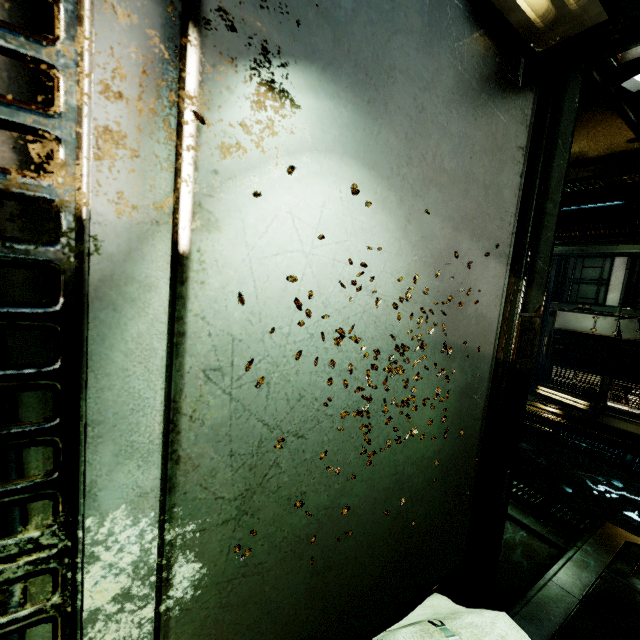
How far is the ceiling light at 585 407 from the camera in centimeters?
828cm

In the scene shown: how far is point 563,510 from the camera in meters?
4.4

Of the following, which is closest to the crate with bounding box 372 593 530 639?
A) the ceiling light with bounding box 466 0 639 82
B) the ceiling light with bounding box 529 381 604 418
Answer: the ceiling light with bounding box 466 0 639 82

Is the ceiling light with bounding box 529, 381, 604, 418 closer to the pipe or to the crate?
the pipe

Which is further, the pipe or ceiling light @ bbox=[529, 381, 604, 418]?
ceiling light @ bbox=[529, 381, 604, 418]

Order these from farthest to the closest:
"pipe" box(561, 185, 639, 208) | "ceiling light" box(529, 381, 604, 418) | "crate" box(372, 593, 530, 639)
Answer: "ceiling light" box(529, 381, 604, 418)
"pipe" box(561, 185, 639, 208)
"crate" box(372, 593, 530, 639)

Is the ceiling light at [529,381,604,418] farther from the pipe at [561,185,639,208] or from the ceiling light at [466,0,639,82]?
the ceiling light at [466,0,639,82]

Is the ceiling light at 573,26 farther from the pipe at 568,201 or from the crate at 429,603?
the pipe at 568,201
